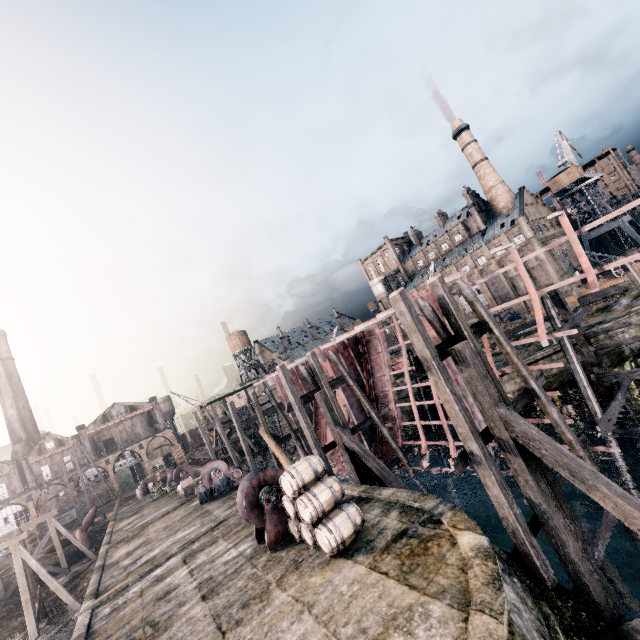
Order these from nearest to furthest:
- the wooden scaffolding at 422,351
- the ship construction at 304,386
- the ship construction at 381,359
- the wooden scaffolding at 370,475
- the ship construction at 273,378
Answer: the wooden scaffolding at 422,351 < the wooden scaffolding at 370,475 < the ship construction at 381,359 < the ship construction at 304,386 < the ship construction at 273,378

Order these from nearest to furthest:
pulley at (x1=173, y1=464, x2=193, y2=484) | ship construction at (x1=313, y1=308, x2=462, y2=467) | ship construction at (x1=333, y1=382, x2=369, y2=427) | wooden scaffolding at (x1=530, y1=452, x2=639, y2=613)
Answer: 1. wooden scaffolding at (x1=530, y1=452, x2=639, y2=613)
2. ship construction at (x1=313, y1=308, x2=462, y2=467)
3. ship construction at (x1=333, y1=382, x2=369, y2=427)
4. pulley at (x1=173, y1=464, x2=193, y2=484)

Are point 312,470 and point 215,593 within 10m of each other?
yes

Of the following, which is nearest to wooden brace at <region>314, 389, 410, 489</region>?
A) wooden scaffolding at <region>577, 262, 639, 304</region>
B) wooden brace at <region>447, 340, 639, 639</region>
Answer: wooden brace at <region>447, 340, 639, 639</region>

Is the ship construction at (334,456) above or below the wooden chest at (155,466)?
below

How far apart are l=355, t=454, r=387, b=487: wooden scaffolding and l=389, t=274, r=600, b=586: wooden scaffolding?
8.3m

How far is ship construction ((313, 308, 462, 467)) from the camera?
18.22m

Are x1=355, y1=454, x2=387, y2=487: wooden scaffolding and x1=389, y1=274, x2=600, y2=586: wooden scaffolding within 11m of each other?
yes
